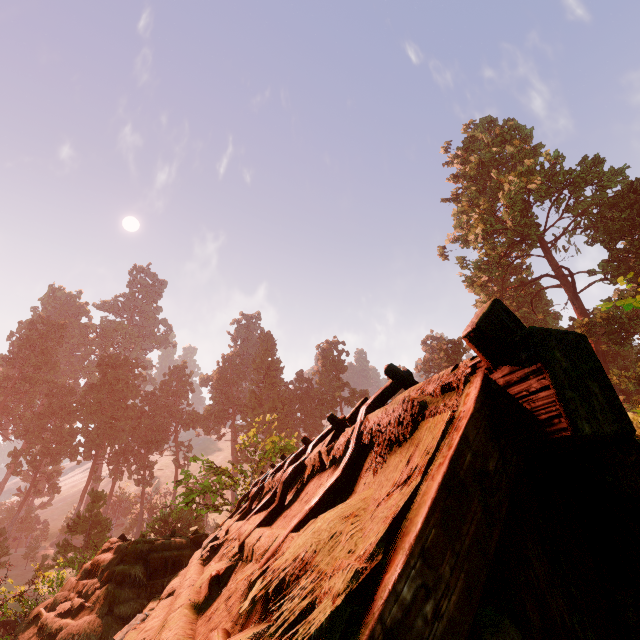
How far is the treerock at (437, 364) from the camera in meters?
44.9

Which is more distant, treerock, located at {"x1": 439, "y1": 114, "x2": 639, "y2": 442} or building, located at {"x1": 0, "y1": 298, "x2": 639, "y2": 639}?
treerock, located at {"x1": 439, "y1": 114, "x2": 639, "y2": 442}

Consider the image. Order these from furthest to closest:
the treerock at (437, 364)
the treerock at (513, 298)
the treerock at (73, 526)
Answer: the treerock at (437, 364), the treerock at (513, 298), the treerock at (73, 526)

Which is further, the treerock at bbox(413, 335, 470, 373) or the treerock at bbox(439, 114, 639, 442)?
the treerock at bbox(413, 335, 470, 373)

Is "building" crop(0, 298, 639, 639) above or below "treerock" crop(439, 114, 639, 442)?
below

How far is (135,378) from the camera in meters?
57.8 m

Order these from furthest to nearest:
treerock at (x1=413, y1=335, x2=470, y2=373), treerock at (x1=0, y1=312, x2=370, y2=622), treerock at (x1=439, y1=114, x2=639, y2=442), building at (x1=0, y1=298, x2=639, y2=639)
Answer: treerock at (x1=413, y1=335, x2=470, y2=373) < treerock at (x1=439, y1=114, x2=639, y2=442) < treerock at (x1=0, y1=312, x2=370, y2=622) < building at (x1=0, y1=298, x2=639, y2=639)
